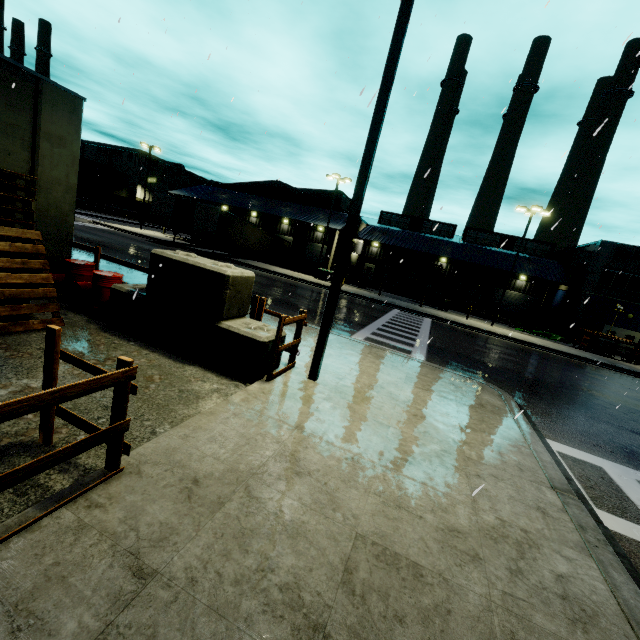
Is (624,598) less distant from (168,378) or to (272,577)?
(272,577)

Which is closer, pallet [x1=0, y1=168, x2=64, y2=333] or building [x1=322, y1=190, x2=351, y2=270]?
pallet [x1=0, y1=168, x2=64, y2=333]

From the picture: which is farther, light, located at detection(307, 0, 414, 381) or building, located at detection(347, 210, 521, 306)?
building, located at detection(347, 210, 521, 306)

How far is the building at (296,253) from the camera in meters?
38.0 m

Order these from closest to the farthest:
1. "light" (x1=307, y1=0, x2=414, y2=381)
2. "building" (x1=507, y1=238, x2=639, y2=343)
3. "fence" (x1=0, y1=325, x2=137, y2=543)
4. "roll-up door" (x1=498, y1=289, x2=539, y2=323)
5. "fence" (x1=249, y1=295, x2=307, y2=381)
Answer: "fence" (x1=0, y1=325, x2=137, y2=543)
"light" (x1=307, y1=0, x2=414, y2=381)
"fence" (x1=249, y1=295, x2=307, y2=381)
"building" (x1=507, y1=238, x2=639, y2=343)
"roll-up door" (x1=498, y1=289, x2=539, y2=323)

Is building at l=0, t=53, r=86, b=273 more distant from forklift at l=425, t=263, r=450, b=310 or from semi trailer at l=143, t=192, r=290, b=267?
forklift at l=425, t=263, r=450, b=310

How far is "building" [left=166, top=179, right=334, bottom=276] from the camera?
38.0 meters

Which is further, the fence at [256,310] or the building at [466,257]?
the building at [466,257]
